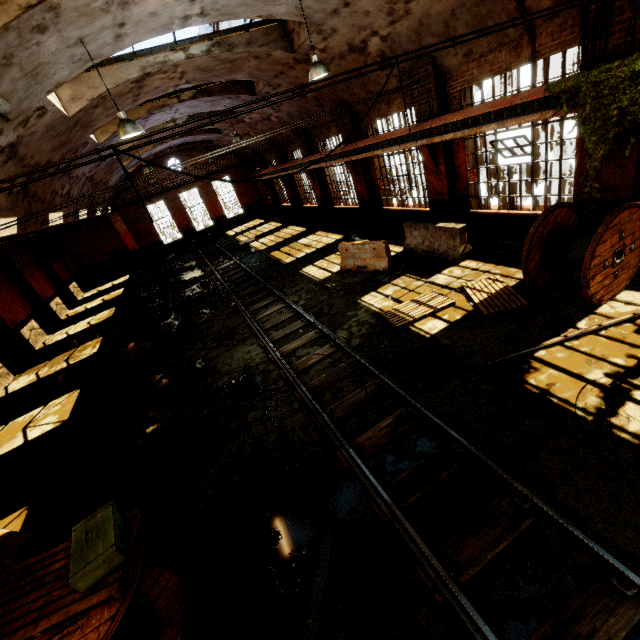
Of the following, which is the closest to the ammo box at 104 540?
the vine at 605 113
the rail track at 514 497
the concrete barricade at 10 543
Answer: the concrete barricade at 10 543

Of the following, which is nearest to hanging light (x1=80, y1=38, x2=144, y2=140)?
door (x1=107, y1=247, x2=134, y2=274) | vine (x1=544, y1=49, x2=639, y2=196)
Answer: vine (x1=544, y1=49, x2=639, y2=196)

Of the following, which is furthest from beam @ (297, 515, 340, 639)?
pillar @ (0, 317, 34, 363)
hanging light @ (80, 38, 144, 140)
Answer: pillar @ (0, 317, 34, 363)

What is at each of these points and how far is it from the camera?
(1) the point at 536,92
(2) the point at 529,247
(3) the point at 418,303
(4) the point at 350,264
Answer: (1) crane rail, 7.1 meters
(2) cable drum, 6.7 meters
(3) wooden pallet, 8.5 meters
(4) concrete barricade, 12.2 meters

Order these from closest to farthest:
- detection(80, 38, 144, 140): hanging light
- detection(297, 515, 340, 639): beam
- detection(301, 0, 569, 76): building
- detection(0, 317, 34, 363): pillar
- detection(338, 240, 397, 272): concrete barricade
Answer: detection(297, 515, 340, 639): beam → detection(80, 38, 144, 140): hanging light → detection(301, 0, 569, 76): building → detection(338, 240, 397, 272): concrete barricade → detection(0, 317, 34, 363): pillar

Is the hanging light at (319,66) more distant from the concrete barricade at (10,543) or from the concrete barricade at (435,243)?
the concrete barricade at (10,543)

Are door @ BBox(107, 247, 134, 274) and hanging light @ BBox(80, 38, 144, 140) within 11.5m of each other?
no

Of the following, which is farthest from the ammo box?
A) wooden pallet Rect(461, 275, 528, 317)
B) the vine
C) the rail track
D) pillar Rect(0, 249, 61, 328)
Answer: pillar Rect(0, 249, 61, 328)
